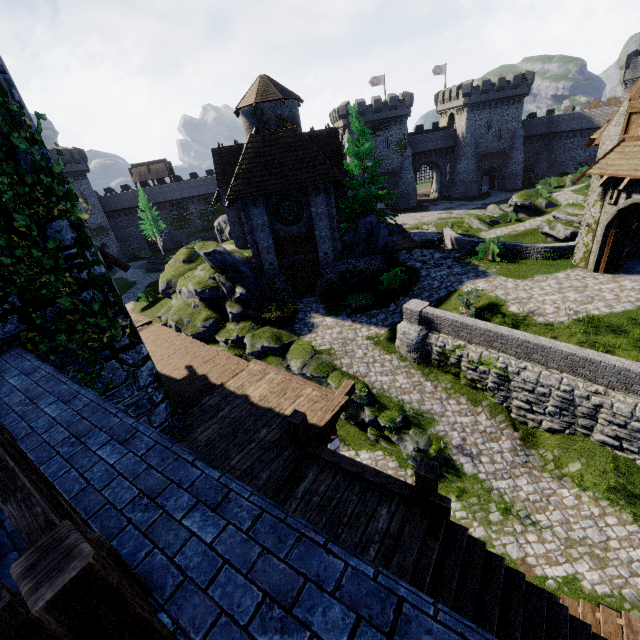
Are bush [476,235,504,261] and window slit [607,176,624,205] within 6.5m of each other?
yes

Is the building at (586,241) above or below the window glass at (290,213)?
below

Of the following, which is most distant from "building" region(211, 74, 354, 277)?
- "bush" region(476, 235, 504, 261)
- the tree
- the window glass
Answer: "bush" region(476, 235, 504, 261)

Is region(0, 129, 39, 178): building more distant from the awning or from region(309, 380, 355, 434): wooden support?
the awning

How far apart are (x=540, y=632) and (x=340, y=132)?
64.18m

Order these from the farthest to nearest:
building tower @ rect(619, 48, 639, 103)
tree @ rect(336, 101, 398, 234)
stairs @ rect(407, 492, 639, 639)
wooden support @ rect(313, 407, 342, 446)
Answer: building tower @ rect(619, 48, 639, 103) < tree @ rect(336, 101, 398, 234) < wooden support @ rect(313, 407, 342, 446) < stairs @ rect(407, 492, 639, 639)

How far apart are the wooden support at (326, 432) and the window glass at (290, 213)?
14.3m

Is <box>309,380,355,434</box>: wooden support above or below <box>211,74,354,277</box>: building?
below
